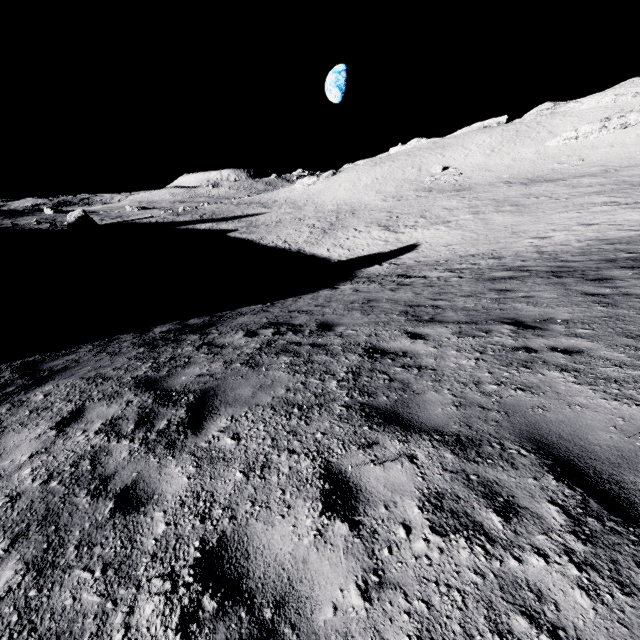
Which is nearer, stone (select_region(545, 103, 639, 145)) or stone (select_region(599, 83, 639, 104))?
stone (select_region(545, 103, 639, 145))

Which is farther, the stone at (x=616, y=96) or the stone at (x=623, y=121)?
the stone at (x=616, y=96)

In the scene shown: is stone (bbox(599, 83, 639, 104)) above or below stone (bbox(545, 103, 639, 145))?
above

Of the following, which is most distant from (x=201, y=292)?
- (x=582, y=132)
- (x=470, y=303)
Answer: (x=582, y=132)

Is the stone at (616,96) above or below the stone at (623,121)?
above
